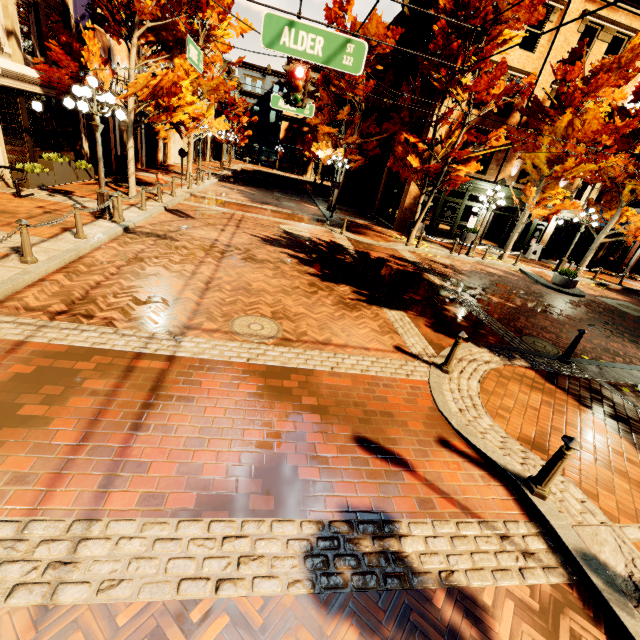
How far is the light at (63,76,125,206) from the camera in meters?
8.3 m

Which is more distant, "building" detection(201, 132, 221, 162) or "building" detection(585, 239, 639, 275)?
"building" detection(201, 132, 221, 162)

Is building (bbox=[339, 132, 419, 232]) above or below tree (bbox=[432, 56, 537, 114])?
below

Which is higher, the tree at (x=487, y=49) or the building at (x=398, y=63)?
the building at (x=398, y=63)

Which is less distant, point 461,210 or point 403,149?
point 403,149

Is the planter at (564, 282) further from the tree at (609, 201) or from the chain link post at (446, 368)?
the chain link post at (446, 368)

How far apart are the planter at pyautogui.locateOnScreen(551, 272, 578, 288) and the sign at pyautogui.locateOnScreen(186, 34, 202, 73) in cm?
1653

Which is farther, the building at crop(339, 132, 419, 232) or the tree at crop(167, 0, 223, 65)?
the building at crop(339, 132, 419, 232)
